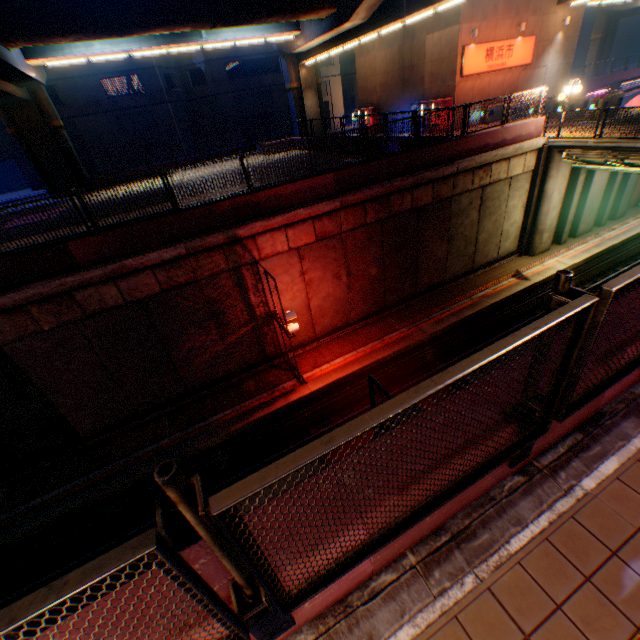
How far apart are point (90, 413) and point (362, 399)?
10.6 meters

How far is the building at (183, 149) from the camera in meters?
36.5

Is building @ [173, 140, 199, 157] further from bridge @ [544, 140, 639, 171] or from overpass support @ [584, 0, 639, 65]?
bridge @ [544, 140, 639, 171]

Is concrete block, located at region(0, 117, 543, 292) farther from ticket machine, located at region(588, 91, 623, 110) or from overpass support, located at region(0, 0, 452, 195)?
ticket machine, located at region(588, 91, 623, 110)

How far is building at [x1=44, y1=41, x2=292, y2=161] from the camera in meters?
31.2 m

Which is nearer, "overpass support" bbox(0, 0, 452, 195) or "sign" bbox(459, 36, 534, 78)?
"overpass support" bbox(0, 0, 452, 195)

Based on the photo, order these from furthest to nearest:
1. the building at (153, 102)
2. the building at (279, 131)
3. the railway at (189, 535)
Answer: the building at (279, 131) < the building at (153, 102) < the railway at (189, 535)

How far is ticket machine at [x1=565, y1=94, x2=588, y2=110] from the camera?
18.7m
